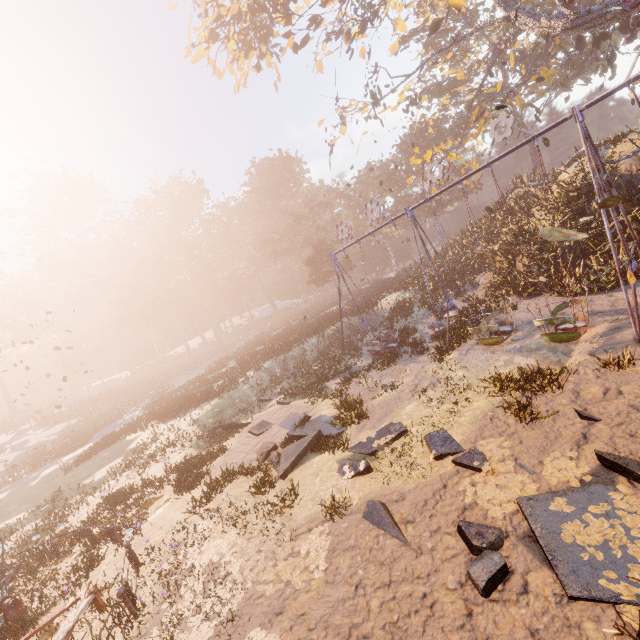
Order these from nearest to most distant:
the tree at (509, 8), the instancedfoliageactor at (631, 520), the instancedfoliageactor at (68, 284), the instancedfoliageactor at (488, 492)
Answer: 1. the instancedfoliageactor at (631, 520)
2. the instancedfoliageactor at (488, 492)
3. the tree at (509, 8)
4. the instancedfoliageactor at (68, 284)

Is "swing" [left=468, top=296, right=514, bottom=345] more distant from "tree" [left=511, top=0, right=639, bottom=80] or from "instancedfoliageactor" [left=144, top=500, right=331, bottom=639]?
"instancedfoliageactor" [left=144, top=500, right=331, bottom=639]

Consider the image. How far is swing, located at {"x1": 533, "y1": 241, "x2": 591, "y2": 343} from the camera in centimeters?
937cm

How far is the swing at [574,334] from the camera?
9.37m

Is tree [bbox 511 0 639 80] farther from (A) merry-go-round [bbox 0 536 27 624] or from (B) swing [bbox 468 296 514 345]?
(A) merry-go-round [bbox 0 536 27 624]

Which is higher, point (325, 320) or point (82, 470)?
point (325, 320)

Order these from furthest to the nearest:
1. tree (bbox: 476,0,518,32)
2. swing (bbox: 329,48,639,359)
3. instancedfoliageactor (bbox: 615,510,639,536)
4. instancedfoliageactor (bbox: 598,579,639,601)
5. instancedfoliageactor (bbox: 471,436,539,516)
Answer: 1. tree (bbox: 476,0,518,32)
2. swing (bbox: 329,48,639,359)
3. instancedfoliageactor (bbox: 471,436,539,516)
4. instancedfoliageactor (bbox: 615,510,639,536)
5. instancedfoliageactor (bbox: 598,579,639,601)
